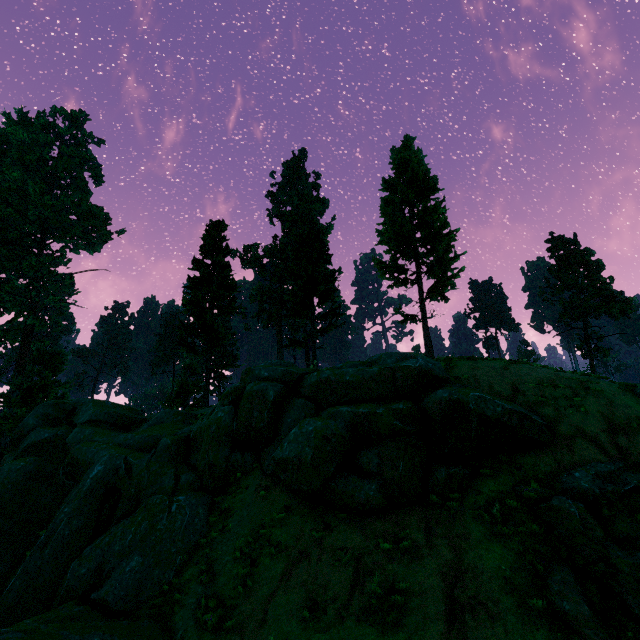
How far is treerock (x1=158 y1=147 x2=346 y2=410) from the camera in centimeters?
2445cm

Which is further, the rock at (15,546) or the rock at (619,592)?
the rock at (15,546)

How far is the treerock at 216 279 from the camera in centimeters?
2445cm

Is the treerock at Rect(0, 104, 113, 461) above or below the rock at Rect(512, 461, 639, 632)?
above

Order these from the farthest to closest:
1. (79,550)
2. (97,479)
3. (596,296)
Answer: (596,296) → (97,479) → (79,550)

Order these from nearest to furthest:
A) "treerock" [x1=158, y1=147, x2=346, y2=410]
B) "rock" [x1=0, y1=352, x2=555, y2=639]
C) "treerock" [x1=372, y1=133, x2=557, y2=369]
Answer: "rock" [x1=0, y1=352, x2=555, y2=639] → "treerock" [x1=372, y1=133, x2=557, y2=369] → "treerock" [x1=158, y1=147, x2=346, y2=410]

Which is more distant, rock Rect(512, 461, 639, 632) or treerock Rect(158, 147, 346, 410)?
treerock Rect(158, 147, 346, 410)
